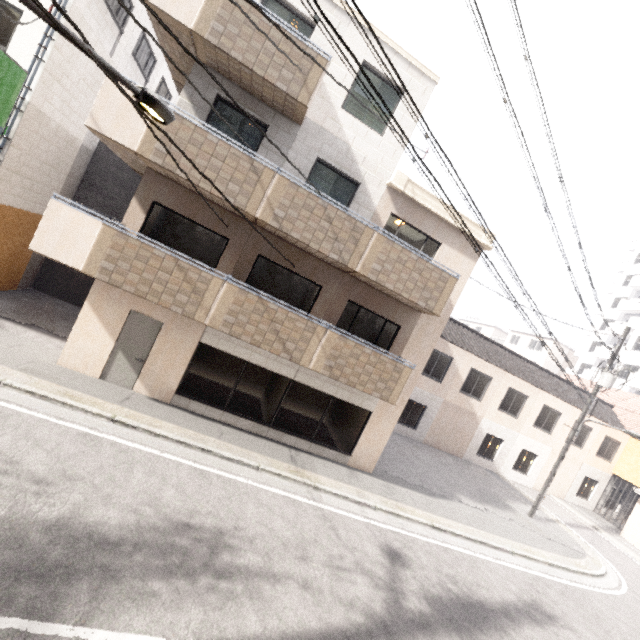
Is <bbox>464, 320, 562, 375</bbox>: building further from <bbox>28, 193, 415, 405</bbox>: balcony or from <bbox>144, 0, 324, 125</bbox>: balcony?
<bbox>144, 0, 324, 125</bbox>: balcony

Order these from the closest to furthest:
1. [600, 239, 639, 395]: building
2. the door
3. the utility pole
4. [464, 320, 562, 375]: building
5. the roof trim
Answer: the door → the roof trim → the utility pole → [600, 239, 639, 395]: building → [464, 320, 562, 375]: building

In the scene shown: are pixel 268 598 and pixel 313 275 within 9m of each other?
yes

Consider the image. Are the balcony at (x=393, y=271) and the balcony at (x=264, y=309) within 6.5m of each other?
yes

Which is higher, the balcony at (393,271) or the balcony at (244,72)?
the balcony at (244,72)

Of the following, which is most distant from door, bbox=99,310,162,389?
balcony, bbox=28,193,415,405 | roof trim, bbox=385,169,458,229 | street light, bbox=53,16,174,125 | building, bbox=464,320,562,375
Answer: building, bbox=464,320,562,375

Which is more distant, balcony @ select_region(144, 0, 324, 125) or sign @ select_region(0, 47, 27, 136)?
sign @ select_region(0, 47, 27, 136)

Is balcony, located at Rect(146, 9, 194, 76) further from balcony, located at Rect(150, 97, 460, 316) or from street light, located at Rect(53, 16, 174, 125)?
street light, located at Rect(53, 16, 174, 125)
